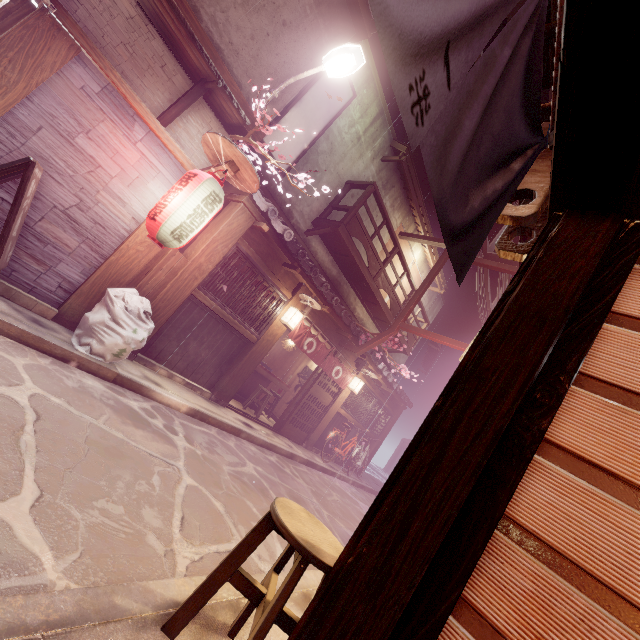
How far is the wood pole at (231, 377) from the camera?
12.4 meters

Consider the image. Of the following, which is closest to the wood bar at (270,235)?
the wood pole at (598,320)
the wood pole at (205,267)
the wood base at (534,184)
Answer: the wood pole at (205,267)

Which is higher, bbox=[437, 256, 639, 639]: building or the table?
bbox=[437, 256, 639, 639]: building

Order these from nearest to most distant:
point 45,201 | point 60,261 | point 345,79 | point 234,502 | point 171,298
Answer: point 234,502, point 45,201, point 60,261, point 171,298, point 345,79

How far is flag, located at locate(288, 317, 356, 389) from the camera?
13.9m

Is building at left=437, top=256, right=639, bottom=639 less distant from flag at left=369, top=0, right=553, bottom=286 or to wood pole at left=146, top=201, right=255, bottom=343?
flag at left=369, top=0, right=553, bottom=286

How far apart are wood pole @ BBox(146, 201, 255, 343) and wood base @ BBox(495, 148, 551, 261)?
8.3 meters

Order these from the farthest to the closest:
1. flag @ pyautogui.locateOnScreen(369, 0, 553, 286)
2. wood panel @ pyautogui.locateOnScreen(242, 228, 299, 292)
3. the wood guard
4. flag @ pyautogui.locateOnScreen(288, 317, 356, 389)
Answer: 1. flag @ pyautogui.locateOnScreen(288, 317, 356, 389)
2. wood panel @ pyautogui.locateOnScreen(242, 228, 299, 292)
3. the wood guard
4. flag @ pyautogui.locateOnScreen(369, 0, 553, 286)
